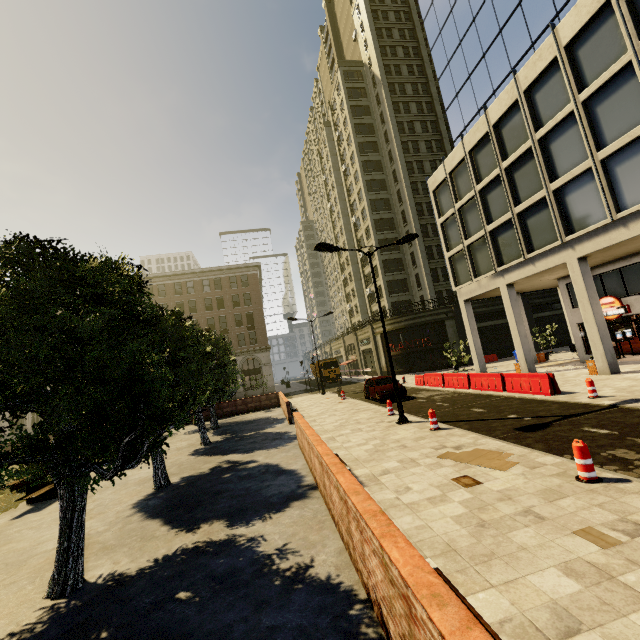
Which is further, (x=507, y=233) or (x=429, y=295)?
(x=429, y=295)

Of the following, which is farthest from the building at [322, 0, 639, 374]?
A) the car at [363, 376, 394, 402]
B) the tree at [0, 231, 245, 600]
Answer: the car at [363, 376, 394, 402]

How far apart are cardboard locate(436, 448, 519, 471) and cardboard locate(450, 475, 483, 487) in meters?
0.6 m

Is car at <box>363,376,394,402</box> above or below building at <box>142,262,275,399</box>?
below

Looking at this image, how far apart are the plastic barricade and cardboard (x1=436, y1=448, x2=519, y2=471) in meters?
1.2 m

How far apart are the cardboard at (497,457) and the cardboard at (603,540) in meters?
2.4 m

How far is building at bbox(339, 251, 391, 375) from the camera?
41.66m

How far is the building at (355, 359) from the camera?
41.7m
